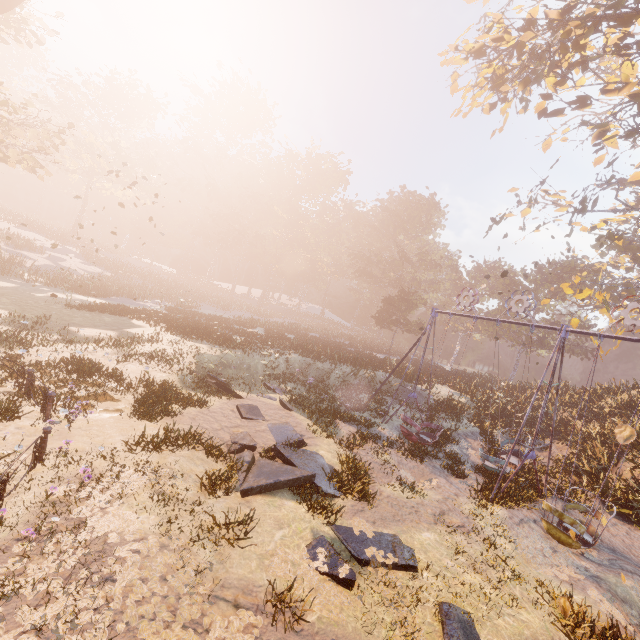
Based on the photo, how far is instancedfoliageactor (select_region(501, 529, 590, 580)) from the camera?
8.12m

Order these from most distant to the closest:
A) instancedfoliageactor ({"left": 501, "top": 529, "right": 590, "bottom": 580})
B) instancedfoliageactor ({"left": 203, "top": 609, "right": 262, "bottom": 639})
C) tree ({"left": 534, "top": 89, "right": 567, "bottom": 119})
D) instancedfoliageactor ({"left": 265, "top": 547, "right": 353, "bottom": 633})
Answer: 1. tree ({"left": 534, "top": 89, "right": 567, "bottom": 119})
2. instancedfoliageactor ({"left": 501, "top": 529, "right": 590, "bottom": 580})
3. instancedfoliageactor ({"left": 265, "top": 547, "right": 353, "bottom": 633})
4. instancedfoliageactor ({"left": 203, "top": 609, "right": 262, "bottom": 639})

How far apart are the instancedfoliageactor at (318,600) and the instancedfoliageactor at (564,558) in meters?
5.1 m

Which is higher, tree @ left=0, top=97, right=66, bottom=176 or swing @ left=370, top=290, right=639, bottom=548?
tree @ left=0, top=97, right=66, bottom=176

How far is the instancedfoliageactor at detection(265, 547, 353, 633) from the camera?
5.0 meters

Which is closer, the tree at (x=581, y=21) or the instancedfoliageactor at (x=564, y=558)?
the instancedfoliageactor at (x=564, y=558)

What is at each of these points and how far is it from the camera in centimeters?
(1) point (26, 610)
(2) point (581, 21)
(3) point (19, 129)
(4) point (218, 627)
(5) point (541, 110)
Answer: (1) instancedfoliageactor, 387cm
(2) tree, 1379cm
(3) tree, 2355cm
(4) instancedfoliageactor, 452cm
(5) tree, 1883cm

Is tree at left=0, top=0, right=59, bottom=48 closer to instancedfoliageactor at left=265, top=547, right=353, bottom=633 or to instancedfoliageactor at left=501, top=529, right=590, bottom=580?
instancedfoliageactor at left=265, top=547, right=353, bottom=633
